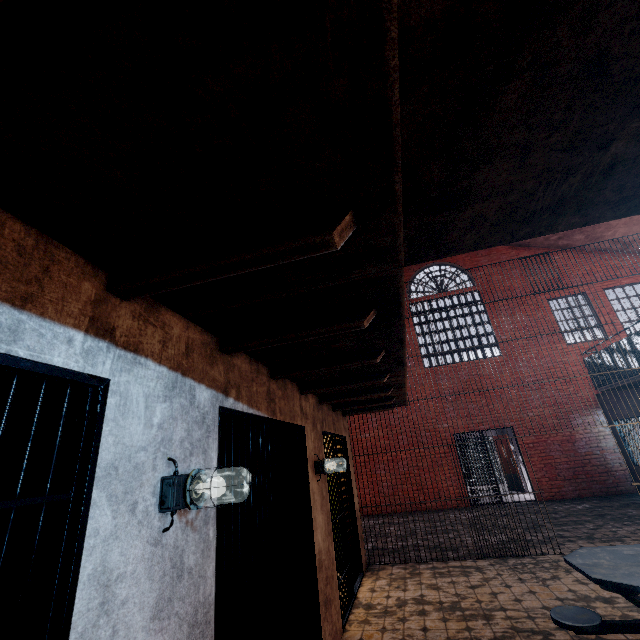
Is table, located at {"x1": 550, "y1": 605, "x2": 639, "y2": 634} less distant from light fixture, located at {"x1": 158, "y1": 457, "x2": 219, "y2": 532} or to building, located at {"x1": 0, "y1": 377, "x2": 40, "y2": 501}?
building, located at {"x1": 0, "y1": 377, "x2": 40, "y2": 501}

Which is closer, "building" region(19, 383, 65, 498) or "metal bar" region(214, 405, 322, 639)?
"building" region(19, 383, 65, 498)

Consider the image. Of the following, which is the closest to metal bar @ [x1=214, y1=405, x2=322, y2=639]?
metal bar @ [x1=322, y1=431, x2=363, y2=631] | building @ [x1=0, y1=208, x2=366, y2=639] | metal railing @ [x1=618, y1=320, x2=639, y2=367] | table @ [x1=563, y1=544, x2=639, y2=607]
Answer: building @ [x1=0, y1=208, x2=366, y2=639]

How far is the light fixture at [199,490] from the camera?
1.6m

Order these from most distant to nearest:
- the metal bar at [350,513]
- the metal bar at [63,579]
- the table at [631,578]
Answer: the metal bar at [350,513], the table at [631,578], the metal bar at [63,579]

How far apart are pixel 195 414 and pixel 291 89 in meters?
1.8 m

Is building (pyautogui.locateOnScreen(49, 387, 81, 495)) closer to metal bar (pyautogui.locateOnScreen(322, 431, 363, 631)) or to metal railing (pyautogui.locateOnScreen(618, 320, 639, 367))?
metal bar (pyautogui.locateOnScreen(322, 431, 363, 631))

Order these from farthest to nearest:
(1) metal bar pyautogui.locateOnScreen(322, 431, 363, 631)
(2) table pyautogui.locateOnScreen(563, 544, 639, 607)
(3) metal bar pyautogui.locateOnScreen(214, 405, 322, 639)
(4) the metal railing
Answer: (4) the metal railing < (1) metal bar pyautogui.locateOnScreen(322, 431, 363, 631) < (2) table pyautogui.locateOnScreen(563, 544, 639, 607) < (3) metal bar pyautogui.locateOnScreen(214, 405, 322, 639)
